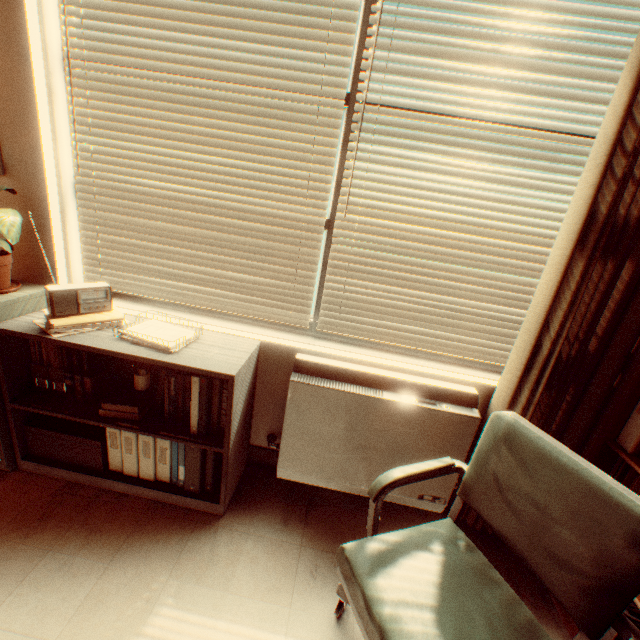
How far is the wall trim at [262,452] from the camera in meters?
2.5

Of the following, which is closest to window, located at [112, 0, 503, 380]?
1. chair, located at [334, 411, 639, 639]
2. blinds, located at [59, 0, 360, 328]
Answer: blinds, located at [59, 0, 360, 328]

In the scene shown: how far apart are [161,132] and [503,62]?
2.0m

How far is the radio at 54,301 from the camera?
1.83m

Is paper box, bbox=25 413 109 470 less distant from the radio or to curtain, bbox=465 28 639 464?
the radio

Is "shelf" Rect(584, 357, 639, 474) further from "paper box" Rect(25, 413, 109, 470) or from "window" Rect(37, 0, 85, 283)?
"paper box" Rect(25, 413, 109, 470)

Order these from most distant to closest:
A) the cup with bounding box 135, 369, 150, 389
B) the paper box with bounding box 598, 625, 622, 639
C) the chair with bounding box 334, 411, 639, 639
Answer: the cup with bounding box 135, 369, 150, 389 < the paper box with bounding box 598, 625, 622, 639 < the chair with bounding box 334, 411, 639, 639

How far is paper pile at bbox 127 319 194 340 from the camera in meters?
1.9 m
